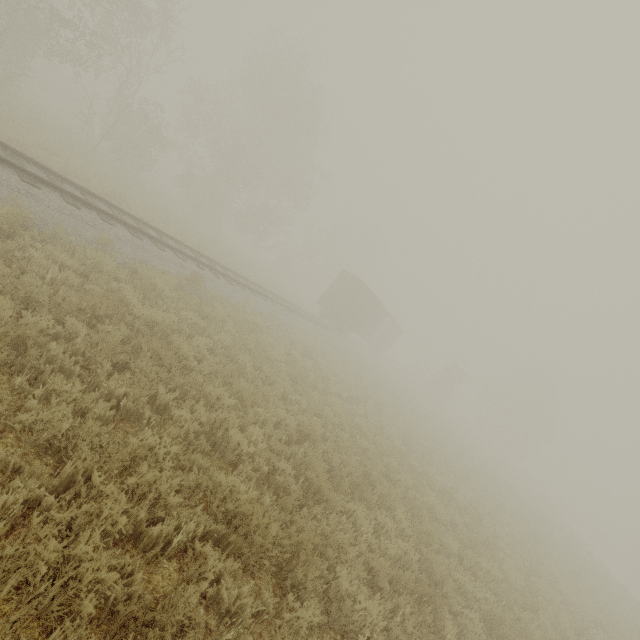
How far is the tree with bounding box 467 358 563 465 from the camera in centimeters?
4581cm

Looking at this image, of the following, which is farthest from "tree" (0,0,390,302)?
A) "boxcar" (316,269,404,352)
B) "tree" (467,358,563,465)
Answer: "tree" (467,358,563,465)

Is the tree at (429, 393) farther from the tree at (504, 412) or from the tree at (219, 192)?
the tree at (504, 412)

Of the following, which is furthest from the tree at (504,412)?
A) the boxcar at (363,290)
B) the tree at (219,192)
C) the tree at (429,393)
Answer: the tree at (219,192)

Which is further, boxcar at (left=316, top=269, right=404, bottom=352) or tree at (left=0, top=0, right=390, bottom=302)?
boxcar at (left=316, top=269, right=404, bottom=352)

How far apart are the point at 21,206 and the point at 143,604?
8.4m

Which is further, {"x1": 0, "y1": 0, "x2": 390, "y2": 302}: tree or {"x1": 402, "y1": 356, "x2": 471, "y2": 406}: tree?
{"x1": 402, "y1": 356, "x2": 471, "y2": 406}: tree

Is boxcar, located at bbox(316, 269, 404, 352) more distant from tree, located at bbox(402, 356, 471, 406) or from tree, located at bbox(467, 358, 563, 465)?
tree, located at bbox(467, 358, 563, 465)
